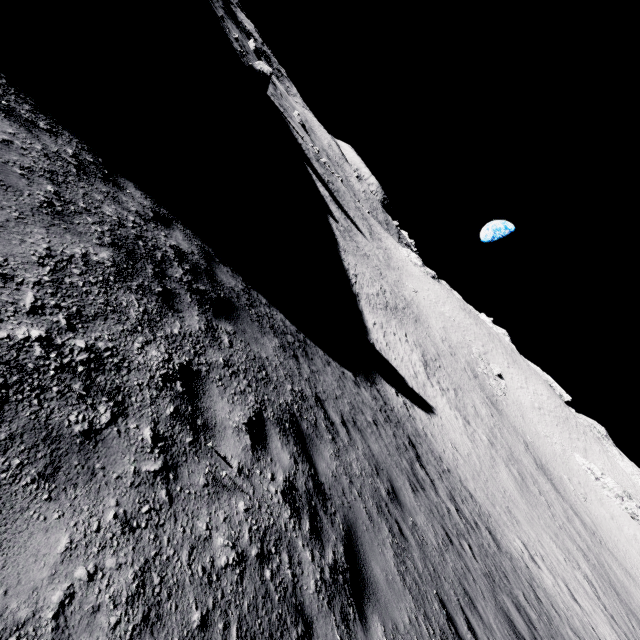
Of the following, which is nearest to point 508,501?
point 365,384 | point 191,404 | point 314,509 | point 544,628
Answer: point 544,628
